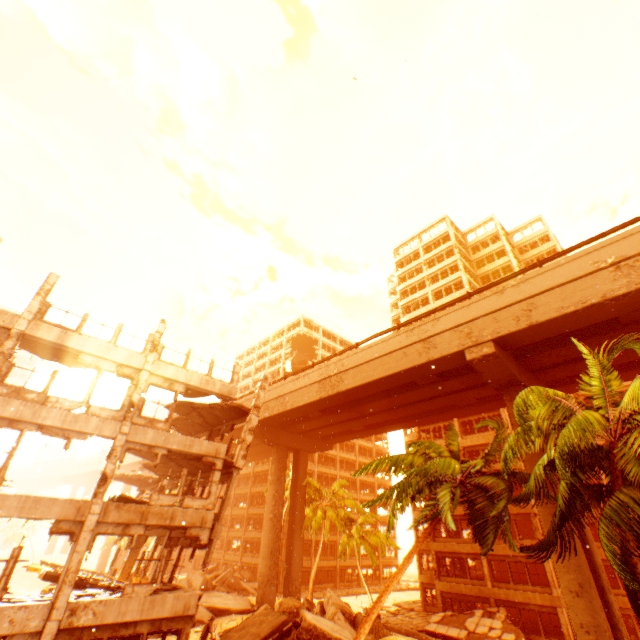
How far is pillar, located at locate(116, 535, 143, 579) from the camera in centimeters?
1983cm

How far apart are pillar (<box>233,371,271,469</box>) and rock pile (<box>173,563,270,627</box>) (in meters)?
19.62

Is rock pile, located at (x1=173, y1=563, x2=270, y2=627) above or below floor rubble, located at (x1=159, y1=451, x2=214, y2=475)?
below

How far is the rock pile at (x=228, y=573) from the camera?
24.0 meters

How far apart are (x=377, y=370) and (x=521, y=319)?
9.7m

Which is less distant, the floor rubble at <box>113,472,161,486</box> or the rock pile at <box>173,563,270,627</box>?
the floor rubble at <box>113,472,161,486</box>

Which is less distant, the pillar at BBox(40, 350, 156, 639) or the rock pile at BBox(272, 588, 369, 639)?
the pillar at BBox(40, 350, 156, 639)

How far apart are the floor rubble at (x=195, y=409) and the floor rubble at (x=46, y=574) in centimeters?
853cm
